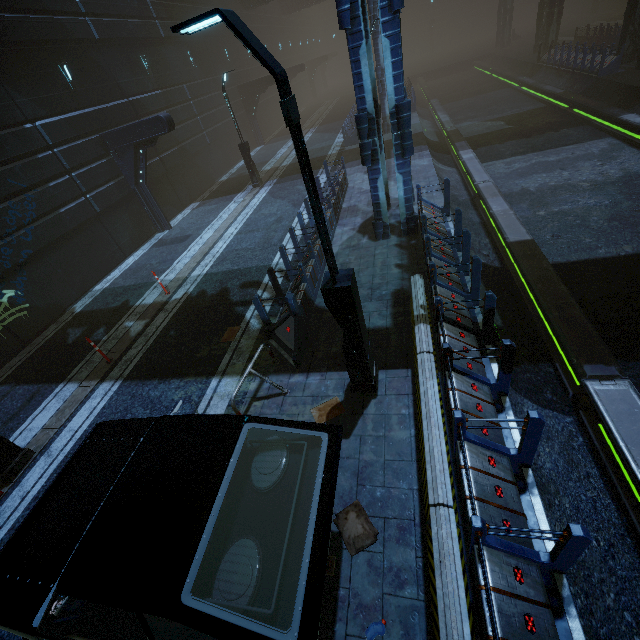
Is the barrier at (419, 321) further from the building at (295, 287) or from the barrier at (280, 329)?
the barrier at (280, 329)

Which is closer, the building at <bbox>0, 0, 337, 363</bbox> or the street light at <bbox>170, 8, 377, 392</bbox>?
the street light at <bbox>170, 8, 377, 392</bbox>

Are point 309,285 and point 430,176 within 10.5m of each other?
yes

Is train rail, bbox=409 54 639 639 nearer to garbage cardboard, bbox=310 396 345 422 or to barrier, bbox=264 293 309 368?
garbage cardboard, bbox=310 396 345 422

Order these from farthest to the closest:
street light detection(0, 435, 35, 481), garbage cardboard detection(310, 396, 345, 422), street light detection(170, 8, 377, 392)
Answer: street light detection(0, 435, 35, 481) < garbage cardboard detection(310, 396, 345, 422) < street light detection(170, 8, 377, 392)

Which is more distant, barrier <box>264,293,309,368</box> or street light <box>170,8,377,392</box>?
barrier <box>264,293,309,368</box>

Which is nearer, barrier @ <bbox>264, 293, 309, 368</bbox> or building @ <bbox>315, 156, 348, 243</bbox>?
barrier @ <bbox>264, 293, 309, 368</bbox>

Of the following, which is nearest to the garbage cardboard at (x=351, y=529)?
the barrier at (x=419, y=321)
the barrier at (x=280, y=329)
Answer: the barrier at (x=419, y=321)
